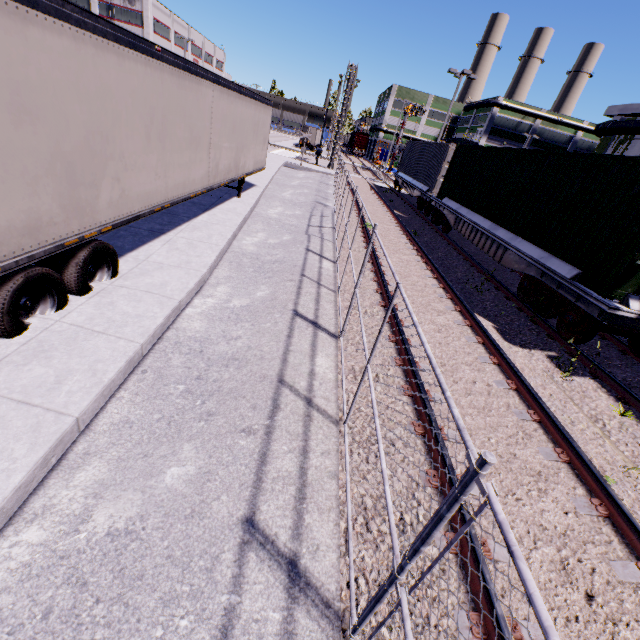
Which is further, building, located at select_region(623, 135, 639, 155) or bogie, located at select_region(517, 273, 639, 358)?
building, located at select_region(623, 135, 639, 155)

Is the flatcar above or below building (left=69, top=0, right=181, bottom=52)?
below

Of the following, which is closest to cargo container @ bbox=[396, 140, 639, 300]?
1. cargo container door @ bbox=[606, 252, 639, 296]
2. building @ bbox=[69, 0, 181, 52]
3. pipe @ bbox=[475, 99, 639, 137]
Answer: cargo container door @ bbox=[606, 252, 639, 296]

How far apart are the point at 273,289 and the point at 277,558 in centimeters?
557cm

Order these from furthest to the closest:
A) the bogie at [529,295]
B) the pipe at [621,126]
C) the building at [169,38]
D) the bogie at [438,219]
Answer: the building at [169,38] < the pipe at [621,126] < the bogie at [438,219] < the bogie at [529,295]

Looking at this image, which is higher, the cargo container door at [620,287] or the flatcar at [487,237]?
the cargo container door at [620,287]

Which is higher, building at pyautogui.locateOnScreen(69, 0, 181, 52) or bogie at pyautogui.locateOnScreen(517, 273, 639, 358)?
building at pyautogui.locateOnScreen(69, 0, 181, 52)

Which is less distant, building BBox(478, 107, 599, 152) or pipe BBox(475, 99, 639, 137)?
pipe BBox(475, 99, 639, 137)
